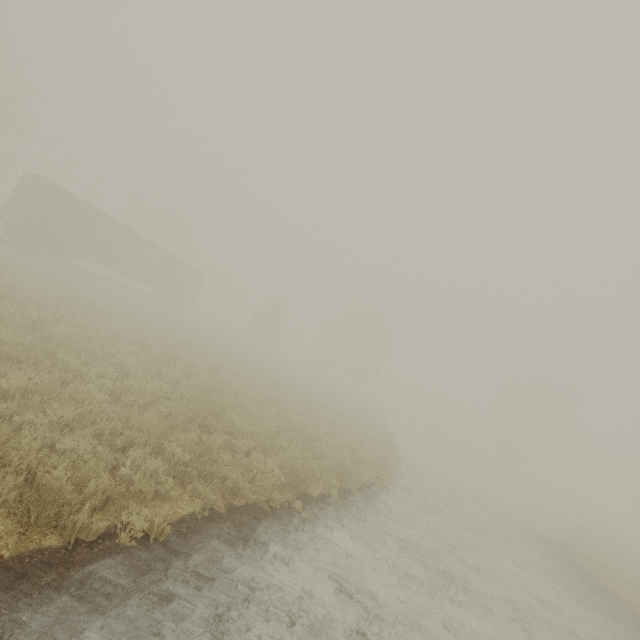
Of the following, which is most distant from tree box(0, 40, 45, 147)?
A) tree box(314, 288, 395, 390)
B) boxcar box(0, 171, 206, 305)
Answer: tree box(314, 288, 395, 390)

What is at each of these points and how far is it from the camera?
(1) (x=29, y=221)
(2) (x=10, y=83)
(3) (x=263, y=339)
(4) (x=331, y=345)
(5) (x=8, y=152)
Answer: (1) boxcar, 20.6m
(2) tree, 28.4m
(3) tree, 40.9m
(4) tree, 46.2m
(5) tree, 31.6m

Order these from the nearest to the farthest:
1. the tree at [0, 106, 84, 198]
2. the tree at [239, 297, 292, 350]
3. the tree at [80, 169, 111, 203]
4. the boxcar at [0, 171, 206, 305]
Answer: the boxcar at [0, 171, 206, 305] → the tree at [0, 106, 84, 198] → the tree at [80, 169, 111, 203] → the tree at [239, 297, 292, 350]

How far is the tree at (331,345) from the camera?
46.38m

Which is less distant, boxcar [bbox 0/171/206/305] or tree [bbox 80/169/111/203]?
boxcar [bbox 0/171/206/305]

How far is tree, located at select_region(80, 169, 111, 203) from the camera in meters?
35.6 m

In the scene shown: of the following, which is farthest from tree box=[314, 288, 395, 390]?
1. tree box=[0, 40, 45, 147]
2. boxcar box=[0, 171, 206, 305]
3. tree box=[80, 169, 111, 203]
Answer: tree box=[0, 40, 45, 147]

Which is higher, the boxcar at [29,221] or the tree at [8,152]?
the tree at [8,152]
